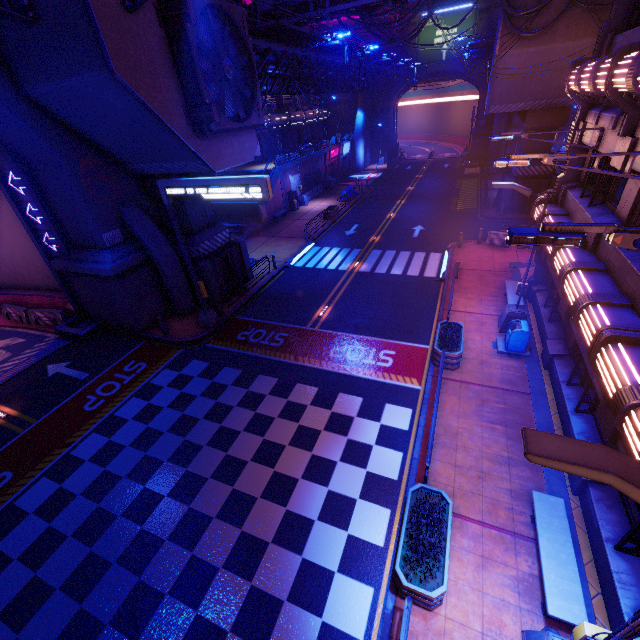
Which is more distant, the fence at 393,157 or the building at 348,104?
the building at 348,104

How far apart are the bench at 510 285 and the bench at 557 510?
9.1m

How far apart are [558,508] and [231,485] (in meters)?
8.61

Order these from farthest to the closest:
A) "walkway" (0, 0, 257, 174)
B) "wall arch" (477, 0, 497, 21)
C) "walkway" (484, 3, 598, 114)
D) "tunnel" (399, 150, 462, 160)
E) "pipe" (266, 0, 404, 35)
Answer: "tunnel" (399, 150, 462, 160) → "wall arch" (477, 0, 497, 21) → "pipe" (266, 0, 404, 35) → "walkway" (484, 3, 598, 114) → "walkway" (0, 0, 257, 174)

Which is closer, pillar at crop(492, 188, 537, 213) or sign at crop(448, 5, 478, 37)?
pillar at crop(492, 188, 537, 213)

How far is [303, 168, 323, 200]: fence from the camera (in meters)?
37.56

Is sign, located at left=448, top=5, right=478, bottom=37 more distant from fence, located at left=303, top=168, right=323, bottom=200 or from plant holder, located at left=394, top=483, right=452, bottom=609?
plant holder, located at left=394, top=483, right=452, bottom=609

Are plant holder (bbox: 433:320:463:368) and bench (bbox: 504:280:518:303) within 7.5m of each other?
yes
